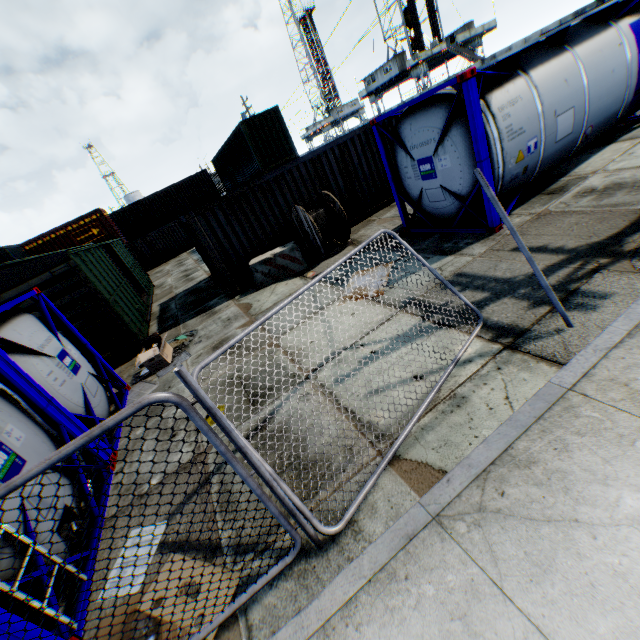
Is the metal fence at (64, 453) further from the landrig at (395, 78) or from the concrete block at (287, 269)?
the landrig at (395, 78)

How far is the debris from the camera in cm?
807

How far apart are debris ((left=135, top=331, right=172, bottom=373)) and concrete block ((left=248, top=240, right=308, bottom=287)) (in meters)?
3.25

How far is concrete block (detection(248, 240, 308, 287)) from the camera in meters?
10.2 m

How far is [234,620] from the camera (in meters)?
2.75

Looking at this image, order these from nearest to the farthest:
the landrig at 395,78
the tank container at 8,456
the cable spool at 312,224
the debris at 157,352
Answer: the tank container at 8,456 → the debris at 157,352 → the cable spool at 312,224 → the landrig at 395,78

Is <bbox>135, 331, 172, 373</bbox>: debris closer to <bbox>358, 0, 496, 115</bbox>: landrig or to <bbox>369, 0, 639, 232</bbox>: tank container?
<bbox>369, 0, 639, 232</bbox>: tank container

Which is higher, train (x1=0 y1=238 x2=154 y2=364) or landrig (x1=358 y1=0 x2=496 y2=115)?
landrig (x1=358 y1=0 x2=496 y2=115)
